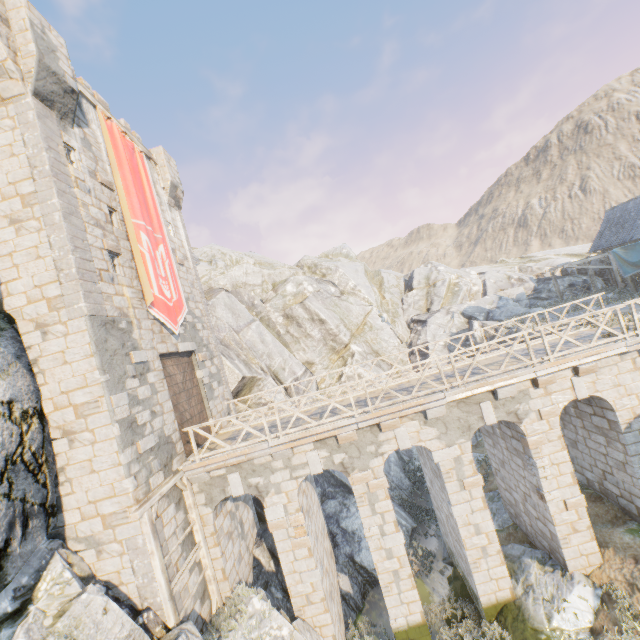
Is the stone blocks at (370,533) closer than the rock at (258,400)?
Yes

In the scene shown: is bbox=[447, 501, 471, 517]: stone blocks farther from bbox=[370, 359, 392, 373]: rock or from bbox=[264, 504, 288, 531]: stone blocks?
bbox=[264, 504, 288, 531]: stone blocks

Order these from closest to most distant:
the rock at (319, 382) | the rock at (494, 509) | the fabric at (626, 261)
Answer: the rock at (494, 509) < the fabric at (626, 261) < the rock at (319, 382)

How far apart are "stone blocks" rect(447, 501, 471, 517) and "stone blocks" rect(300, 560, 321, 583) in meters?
4.8 m

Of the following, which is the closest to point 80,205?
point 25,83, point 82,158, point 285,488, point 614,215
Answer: point 82,158

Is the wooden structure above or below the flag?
below

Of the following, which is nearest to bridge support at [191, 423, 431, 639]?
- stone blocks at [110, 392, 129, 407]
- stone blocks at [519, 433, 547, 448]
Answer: stone blocks at [110, 392, 129, 407]

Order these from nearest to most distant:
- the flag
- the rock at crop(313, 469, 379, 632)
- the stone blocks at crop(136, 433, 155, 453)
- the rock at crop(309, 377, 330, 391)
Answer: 1. the stone blocks at crop(136, 433, 155, 453)
2. the flag
3. the rock at crop(313, 469, 379, 632)
4. the rock at crop(309, 377, 330, 391)
